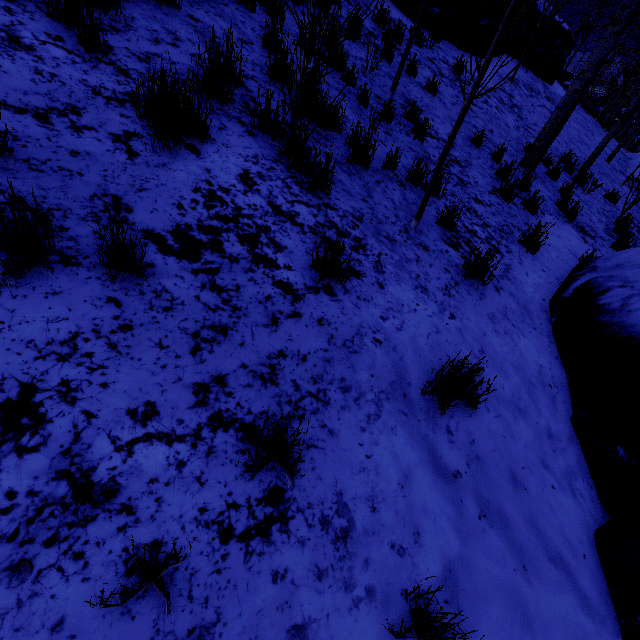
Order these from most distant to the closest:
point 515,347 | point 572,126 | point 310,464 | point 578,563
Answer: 1. point 572,126
2. point 515,347
3. point 578,563
4. point 310,464

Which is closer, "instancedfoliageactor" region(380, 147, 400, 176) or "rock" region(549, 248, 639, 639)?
"rock" region(549, 248, 639, 639)

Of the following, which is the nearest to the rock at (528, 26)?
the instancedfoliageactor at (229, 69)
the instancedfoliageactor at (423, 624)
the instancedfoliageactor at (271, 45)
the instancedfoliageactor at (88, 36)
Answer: the instancedfoliageactor at (271, 45)

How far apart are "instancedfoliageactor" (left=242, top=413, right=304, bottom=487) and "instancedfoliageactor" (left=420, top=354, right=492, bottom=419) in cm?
114

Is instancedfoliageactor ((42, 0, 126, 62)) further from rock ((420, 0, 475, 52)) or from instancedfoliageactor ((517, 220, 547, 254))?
rock ((420, 0, 475, 52))

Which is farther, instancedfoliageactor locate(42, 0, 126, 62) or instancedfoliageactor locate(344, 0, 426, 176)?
instancedfoliageactor locate(344, 0, 426, 176)

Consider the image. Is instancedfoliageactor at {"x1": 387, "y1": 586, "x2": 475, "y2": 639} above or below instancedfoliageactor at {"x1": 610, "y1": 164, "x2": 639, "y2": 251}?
below

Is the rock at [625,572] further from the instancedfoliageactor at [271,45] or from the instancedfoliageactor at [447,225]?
the instancedfoliageactor at [271,45]
